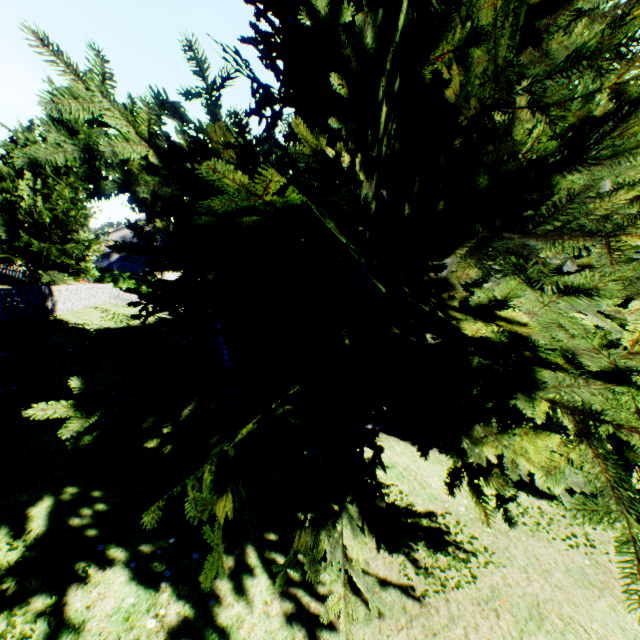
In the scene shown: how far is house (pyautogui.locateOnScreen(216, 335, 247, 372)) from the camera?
9.16m

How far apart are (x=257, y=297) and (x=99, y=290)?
23.1 meters

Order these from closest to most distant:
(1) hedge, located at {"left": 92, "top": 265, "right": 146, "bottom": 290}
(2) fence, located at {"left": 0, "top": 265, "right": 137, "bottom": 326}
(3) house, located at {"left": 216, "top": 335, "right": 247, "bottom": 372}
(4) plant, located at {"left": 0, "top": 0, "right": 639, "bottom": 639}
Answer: (4) plant, located at {"left": 0, "top": 0, "right": 639, "bottom": 639}, (3) house, located at {"left": 216, "top": 335, "right": 247, "bottom": 372}, (2) fence, located at {"left": 0, "top": 265, "right": 137, "bottom": 326}, (1) hedge, located at {"left": 92, "top": 265, "right": 146, "bottom": 290}

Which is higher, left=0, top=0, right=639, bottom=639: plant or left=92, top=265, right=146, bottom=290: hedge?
left=0, top=0, right=639, bottom=639: plant

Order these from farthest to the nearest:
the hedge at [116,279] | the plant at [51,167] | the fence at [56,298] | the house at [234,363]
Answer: the hedge at [116,279], the fence at [56,298], the house at [234,363], the plant at [51,167]

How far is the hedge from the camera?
38.7m

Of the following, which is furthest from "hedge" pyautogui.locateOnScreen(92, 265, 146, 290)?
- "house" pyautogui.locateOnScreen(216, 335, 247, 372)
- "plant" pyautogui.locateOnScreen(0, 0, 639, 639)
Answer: "house" pyautogui.locateOnScreen(216, 335, 247, 372)

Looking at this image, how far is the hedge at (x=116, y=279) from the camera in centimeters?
3866cm
